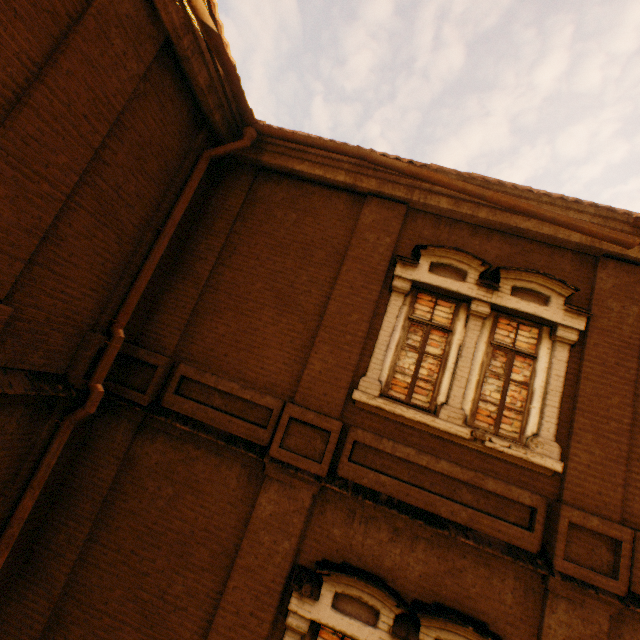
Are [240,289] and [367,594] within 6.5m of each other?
yes

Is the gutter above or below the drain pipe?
above

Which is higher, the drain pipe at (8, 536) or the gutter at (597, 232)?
the gutter at (597, 232)
